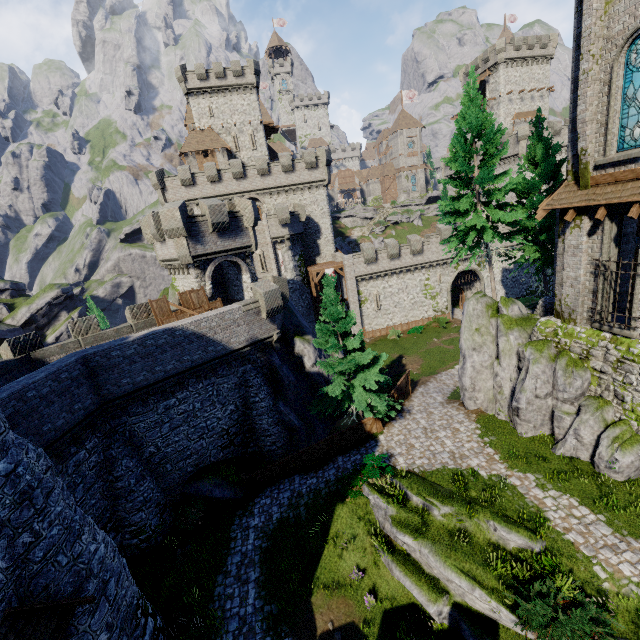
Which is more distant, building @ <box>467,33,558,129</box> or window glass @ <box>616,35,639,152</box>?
building @ <box>467,33,558,129</box>

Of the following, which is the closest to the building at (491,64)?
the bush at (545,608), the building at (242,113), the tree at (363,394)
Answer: the building at (242,113)

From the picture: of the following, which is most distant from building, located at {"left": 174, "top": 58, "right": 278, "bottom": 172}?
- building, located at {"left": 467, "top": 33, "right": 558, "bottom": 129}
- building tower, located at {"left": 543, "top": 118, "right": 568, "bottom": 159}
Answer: building, located at {"left": 467, "top": 33, "right": 558, "bottom": 129}

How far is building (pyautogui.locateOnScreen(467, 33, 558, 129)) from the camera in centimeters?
5347cm

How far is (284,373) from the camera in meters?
22.3

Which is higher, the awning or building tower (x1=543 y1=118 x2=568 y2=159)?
building tower (x1=543 y1=118 x2=568 y2=159)

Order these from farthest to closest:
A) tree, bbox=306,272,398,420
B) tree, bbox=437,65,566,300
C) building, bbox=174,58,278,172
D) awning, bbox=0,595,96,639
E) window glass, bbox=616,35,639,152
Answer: building, bbox=174,58,278,172
tree, bbox=306,272,398,420
tree, bbox=437,65,566,300
window glass, bbox=616,35,639,152
awning, bbox=0,595,96,639

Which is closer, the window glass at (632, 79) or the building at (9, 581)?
the building at (9, 581)
